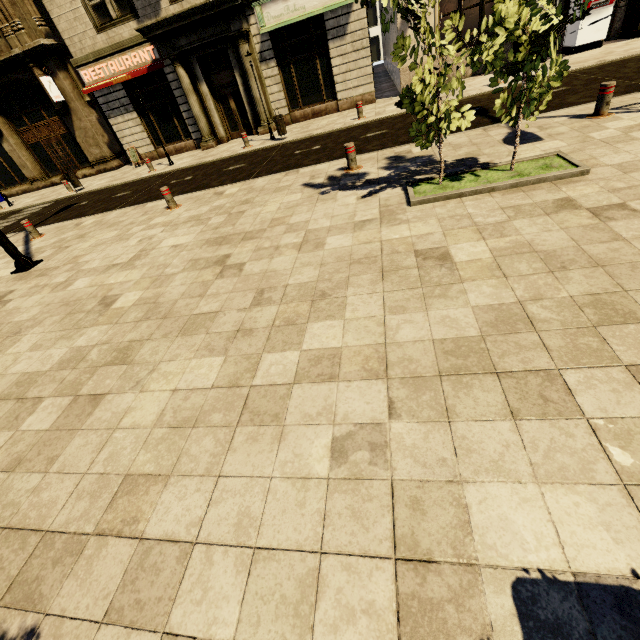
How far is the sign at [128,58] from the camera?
15.0m

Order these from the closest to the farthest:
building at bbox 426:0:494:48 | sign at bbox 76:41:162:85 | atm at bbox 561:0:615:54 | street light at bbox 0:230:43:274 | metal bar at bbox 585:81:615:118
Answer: metal bar at bbox 585:81:615:118
street light at bbox 0:230:43:274
atm at bbox 561:0:615:54
building at bbox 426:0:494:48
sign at bbox 76:41:162:85

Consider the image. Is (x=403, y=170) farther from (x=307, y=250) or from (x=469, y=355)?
(x=469, y=355)

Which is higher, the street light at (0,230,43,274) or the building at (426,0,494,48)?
the building at (426,0,494,48)

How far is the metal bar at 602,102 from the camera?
6.1m

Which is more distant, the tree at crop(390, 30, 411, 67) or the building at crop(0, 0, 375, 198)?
the building at crop(0, 0, 375, 198)

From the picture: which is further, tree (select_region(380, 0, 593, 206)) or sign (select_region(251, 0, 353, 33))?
sign (select_region(251, 0, 353, 33))

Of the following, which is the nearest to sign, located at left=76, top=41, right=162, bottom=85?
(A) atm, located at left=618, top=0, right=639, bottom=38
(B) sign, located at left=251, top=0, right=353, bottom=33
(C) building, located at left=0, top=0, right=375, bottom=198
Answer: (C) building, located at left=0, top=0, right=375, bottom=198
